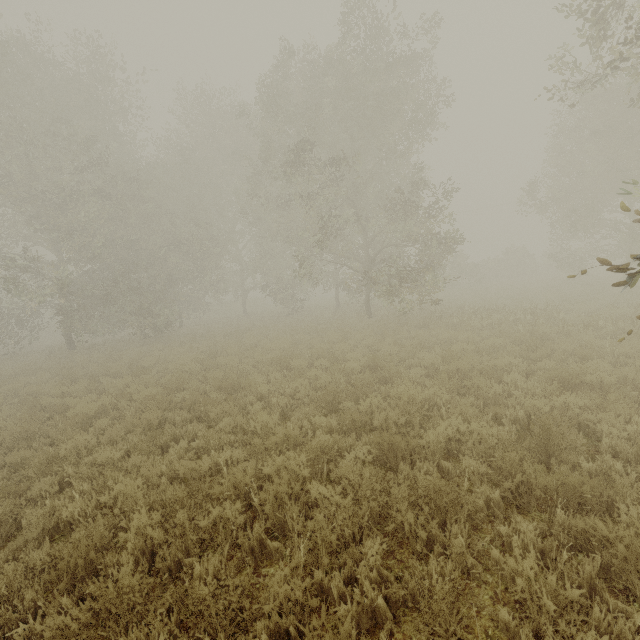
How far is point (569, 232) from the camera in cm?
1919
